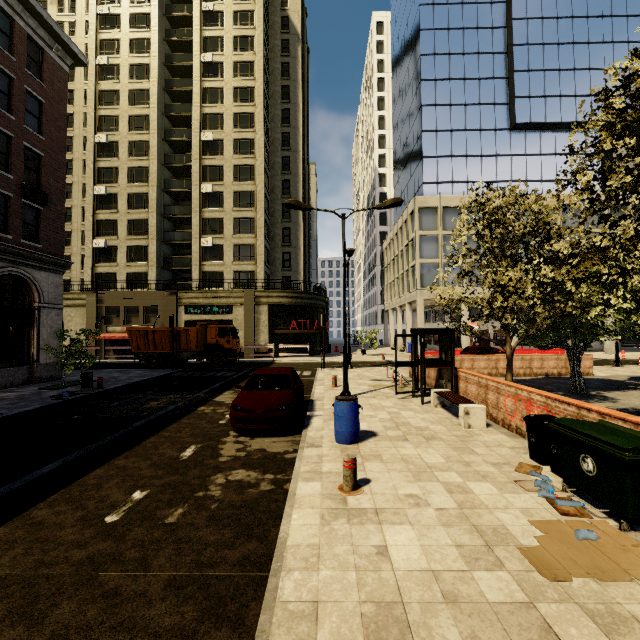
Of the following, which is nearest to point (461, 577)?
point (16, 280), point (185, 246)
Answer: point (16, 280)

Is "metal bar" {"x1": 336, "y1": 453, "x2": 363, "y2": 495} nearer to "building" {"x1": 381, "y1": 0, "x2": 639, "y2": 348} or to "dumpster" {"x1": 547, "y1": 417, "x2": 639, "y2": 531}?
"dumpster" {"x1": 547, "y1": 417, "x2": 639, "y2": 531}

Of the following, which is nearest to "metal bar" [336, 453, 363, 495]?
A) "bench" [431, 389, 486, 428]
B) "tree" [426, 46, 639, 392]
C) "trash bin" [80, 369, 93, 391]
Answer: "bench" [431, 389, 486, 428]

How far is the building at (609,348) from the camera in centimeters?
3331cm

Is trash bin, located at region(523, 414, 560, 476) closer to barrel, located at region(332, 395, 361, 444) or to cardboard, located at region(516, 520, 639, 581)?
cardboard, located at region(516, 520, 639, 581)

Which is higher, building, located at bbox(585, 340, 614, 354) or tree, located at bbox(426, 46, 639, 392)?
tree, located at bbox(426, 46, 639, 392)

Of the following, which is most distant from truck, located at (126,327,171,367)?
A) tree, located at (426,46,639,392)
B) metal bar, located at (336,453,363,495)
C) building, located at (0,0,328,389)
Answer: metal bar, located at (336,453,363,495)

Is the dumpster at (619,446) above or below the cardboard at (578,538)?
above
